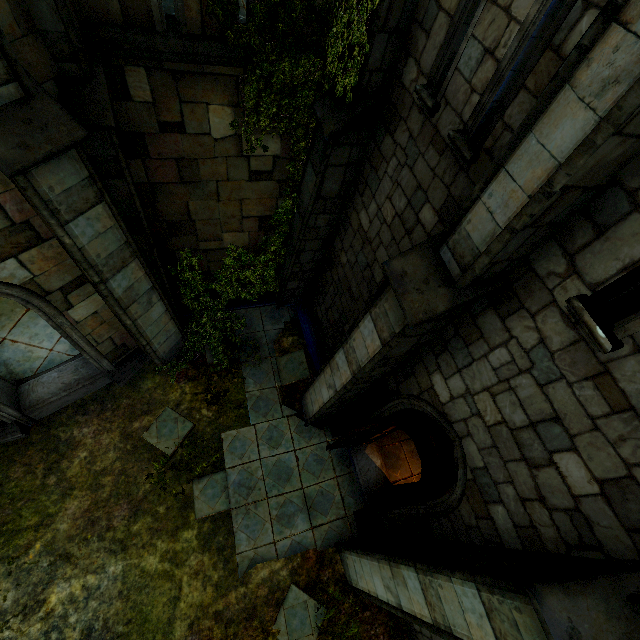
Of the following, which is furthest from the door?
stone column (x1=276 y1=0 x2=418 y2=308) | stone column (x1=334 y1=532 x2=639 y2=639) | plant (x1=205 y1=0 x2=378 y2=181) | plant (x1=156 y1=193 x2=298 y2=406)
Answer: plant (x1=205 y1=0 x2=378 y2=181)

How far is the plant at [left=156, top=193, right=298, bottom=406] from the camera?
7.5m

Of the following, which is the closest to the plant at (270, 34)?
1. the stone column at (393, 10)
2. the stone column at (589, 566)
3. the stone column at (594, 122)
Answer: the stone column at (393, 10)

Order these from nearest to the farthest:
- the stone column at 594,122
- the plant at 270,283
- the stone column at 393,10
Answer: the stone column at 594,122 → the stone column at 393,10 → the plant at 270,283

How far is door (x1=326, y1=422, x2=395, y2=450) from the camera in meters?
5.6 m

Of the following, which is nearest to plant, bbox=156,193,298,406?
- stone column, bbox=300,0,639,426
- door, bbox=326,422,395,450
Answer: stone column, bbox=300,0,639,426

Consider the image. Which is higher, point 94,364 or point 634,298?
point 634,298

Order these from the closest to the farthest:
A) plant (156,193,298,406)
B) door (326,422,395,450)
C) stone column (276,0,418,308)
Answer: stone column (276,0,418,308) → door (326,422,395,450) → plant (156,193,298,406)
